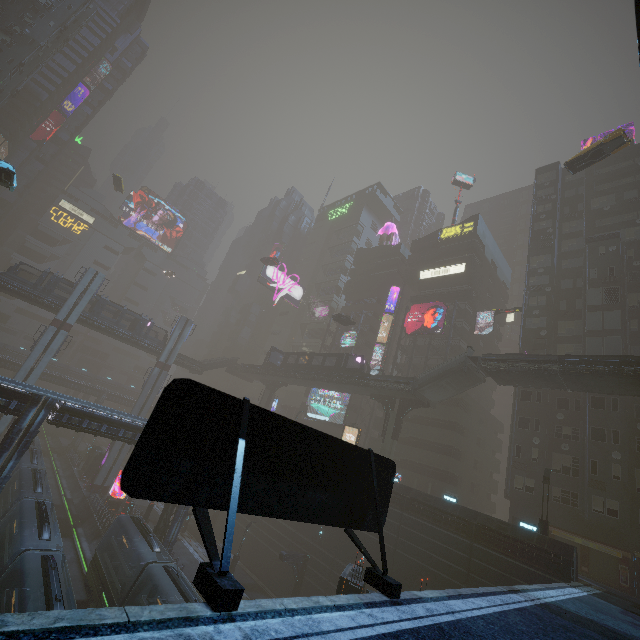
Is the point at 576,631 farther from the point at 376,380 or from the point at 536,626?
the point at 376,380

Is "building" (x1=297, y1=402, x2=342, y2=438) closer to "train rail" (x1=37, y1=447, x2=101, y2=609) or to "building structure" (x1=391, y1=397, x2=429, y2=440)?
"train rail" (x1=37, y1=447, x2=101, y2=609)

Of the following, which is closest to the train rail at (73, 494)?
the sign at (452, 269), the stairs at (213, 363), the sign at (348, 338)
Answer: the stairs at (213, 363)

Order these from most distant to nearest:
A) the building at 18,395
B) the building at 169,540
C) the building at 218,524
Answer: the building at 218,524
the building at 169,540
the building at 18,395

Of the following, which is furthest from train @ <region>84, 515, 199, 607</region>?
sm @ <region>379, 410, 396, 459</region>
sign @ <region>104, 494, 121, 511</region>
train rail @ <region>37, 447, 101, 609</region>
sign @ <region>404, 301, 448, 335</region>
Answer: sign @ <region>404, 301, 448, 335</region>

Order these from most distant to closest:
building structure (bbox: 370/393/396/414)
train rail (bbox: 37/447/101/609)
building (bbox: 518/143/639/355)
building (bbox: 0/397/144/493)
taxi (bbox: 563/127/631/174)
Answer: building structure (bbox: 370/393/396/414)
building (bbox: 518/143/639/355)
taxi (bbox: 563/127/631/174)
train rail (bbox: 37/447/101/609)
building (bbox: 0/397/144/493)

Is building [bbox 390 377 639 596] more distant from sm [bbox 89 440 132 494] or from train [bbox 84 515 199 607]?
sm [bbox 89 440 132 494]

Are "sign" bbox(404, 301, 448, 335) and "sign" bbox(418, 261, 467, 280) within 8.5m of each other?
yes
